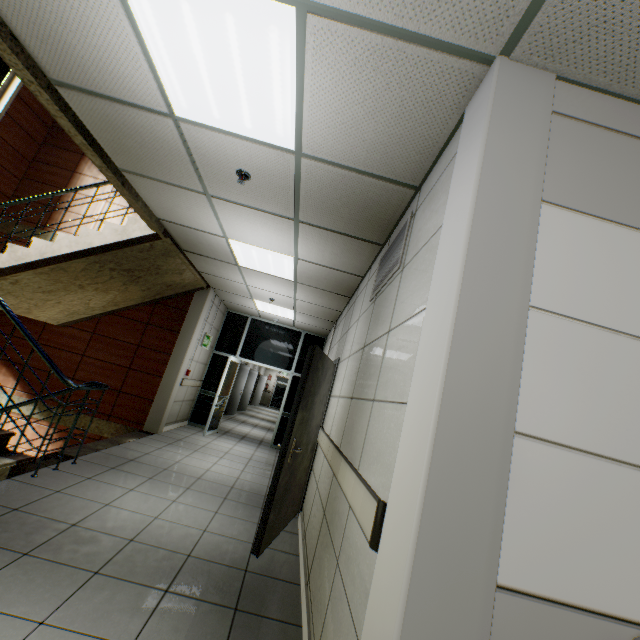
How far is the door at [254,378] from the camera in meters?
12.4

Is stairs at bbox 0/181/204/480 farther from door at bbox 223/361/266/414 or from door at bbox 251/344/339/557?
door at bbox 223/361/266/414

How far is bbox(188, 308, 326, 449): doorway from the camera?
8.5m

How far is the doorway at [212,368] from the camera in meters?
8.5 m

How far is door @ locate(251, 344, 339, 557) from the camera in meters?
3.1 m

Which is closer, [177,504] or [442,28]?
[442,28]

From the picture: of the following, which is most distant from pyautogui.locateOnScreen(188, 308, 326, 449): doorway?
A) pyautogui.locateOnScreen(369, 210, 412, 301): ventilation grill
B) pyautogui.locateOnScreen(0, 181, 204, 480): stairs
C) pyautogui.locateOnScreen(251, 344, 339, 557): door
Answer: pyautogui.locateOnScreen(369, 210, 412, 301): ventilation grill

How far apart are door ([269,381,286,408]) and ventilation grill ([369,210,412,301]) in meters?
22.1
